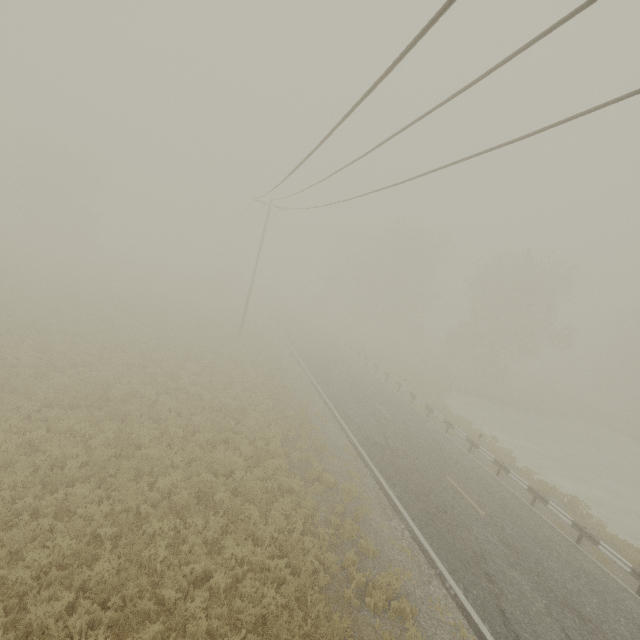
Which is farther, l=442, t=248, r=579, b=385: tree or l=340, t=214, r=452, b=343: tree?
l=340, t=214, r=452, b=343: tree

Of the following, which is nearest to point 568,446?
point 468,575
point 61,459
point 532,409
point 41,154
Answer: point 532,409

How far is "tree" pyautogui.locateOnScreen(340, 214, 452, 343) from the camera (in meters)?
44.88

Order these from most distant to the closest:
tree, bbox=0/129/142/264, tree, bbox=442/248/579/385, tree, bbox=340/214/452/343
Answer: tree, bbox=340/214/452/343
tree, bbox=0/129/142/264
tree, bbox=442/248/579/385

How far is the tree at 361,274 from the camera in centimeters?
4488cm

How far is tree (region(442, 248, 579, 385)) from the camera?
35.8 meters

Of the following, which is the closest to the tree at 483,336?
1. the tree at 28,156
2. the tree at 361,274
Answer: the tree at 361,274

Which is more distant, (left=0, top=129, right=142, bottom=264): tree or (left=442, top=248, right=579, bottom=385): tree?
(left=0, top=129, right=142, bottom=264): tree
